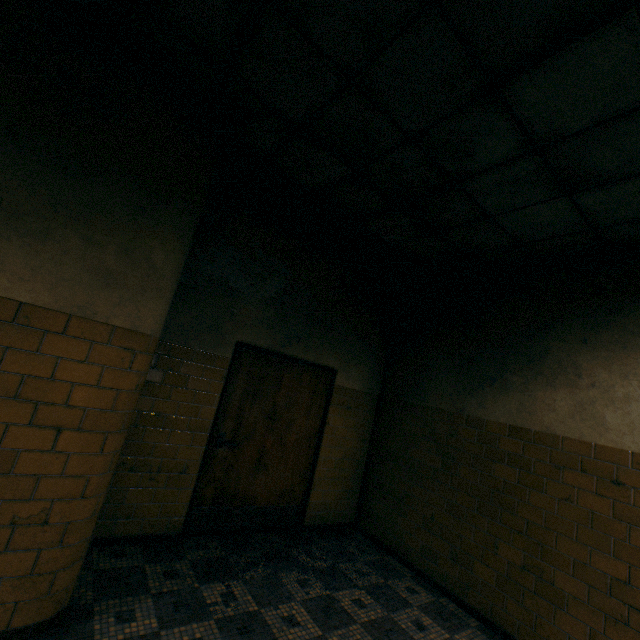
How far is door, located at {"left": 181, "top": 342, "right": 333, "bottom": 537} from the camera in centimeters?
371cm

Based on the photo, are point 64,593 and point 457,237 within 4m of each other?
no

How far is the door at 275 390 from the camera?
3.7 meters
